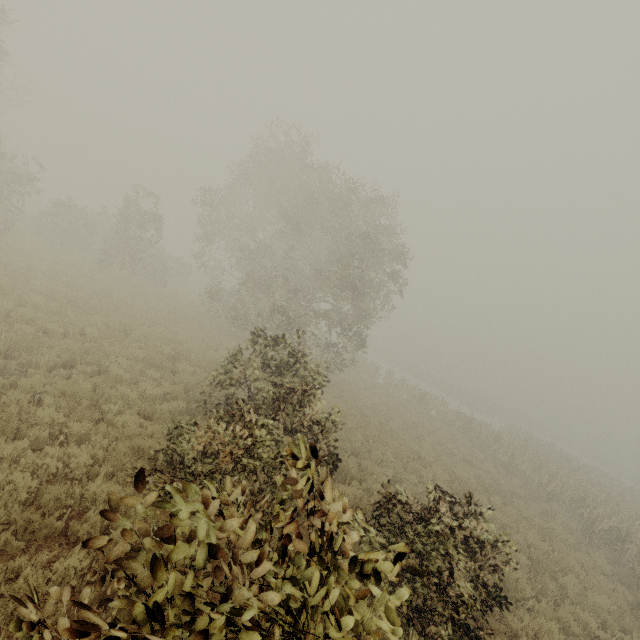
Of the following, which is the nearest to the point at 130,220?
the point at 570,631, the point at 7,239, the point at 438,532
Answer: the point at 7,239
